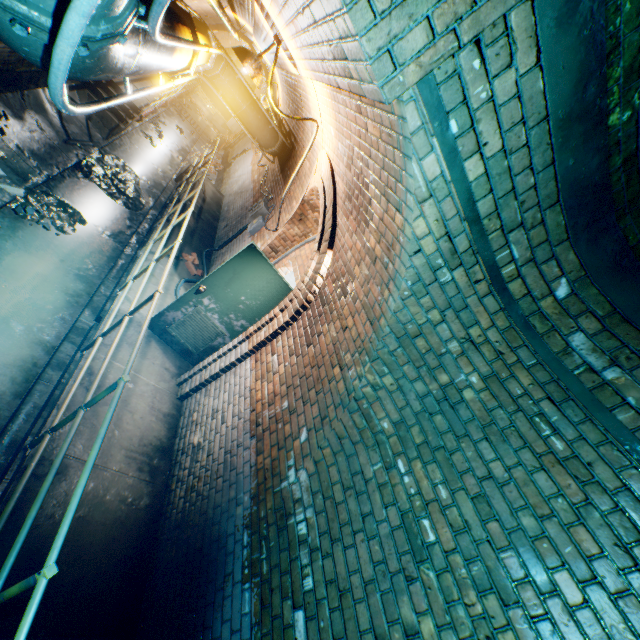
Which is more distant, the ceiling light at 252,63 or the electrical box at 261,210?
the electrical box at 261,210

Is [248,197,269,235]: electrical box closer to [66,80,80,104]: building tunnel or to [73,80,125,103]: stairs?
[66,80,80,104]: building tunnel

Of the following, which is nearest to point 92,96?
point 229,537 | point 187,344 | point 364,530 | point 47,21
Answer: point 187,344

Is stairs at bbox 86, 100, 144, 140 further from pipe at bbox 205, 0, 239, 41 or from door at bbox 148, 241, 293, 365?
door at bbox 148, 241, 293, 365

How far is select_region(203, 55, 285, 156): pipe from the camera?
5.4m

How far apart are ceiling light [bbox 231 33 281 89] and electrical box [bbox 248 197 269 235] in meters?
3.2

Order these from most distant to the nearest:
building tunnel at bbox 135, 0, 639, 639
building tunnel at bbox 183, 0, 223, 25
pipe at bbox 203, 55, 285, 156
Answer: building tunnel at bbox 183, 0, 223, 25, pipe at bbox 203, 55, 285, 156, building tunnel at bbox 135, 0, 639, 639

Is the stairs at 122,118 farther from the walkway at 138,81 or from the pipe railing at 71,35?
the pipe railing at 71,35
